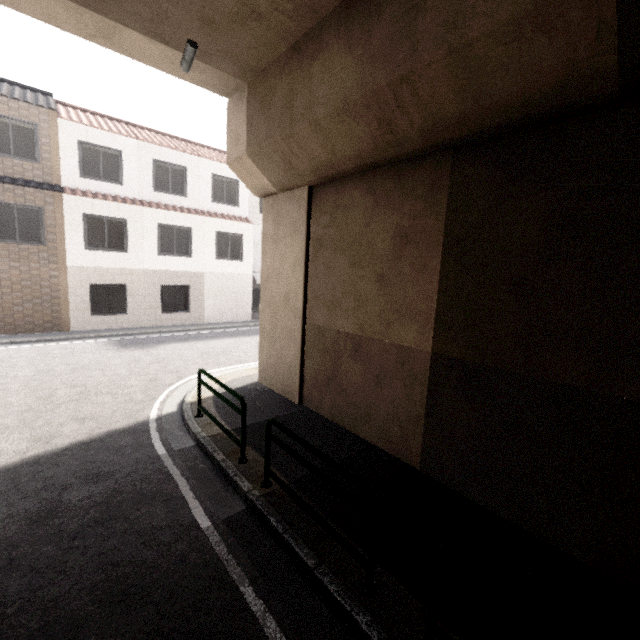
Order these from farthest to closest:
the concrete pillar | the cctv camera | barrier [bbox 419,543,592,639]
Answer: the cctv camera → the concrete pillar → barrier [bbox 419,543,592,639]

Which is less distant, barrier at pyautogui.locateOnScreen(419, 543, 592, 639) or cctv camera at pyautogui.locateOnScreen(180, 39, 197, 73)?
barrier at pyautogui.locateOnScreen(419, 543, 592, 639)

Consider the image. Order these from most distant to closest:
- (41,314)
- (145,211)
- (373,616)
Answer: (145,211) < (41,314) < (373,616)

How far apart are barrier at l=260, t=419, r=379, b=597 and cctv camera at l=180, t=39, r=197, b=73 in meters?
6.3

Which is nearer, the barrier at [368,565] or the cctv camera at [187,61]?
the barrier at [368,565]

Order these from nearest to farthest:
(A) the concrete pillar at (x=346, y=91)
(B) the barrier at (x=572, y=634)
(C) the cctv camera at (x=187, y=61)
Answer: (B) the barrier at (x=572, y=634) < (A) the concrete pillar at (x=346, y=91) < (C) the cctv camera at (x=187, y=61)

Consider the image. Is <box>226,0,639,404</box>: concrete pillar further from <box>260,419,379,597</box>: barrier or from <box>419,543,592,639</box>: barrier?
<box>419,543,592,639</box>: barrier

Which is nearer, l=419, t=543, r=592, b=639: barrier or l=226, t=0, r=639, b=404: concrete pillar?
l=419, t=543, r=592, b=639: barrier
